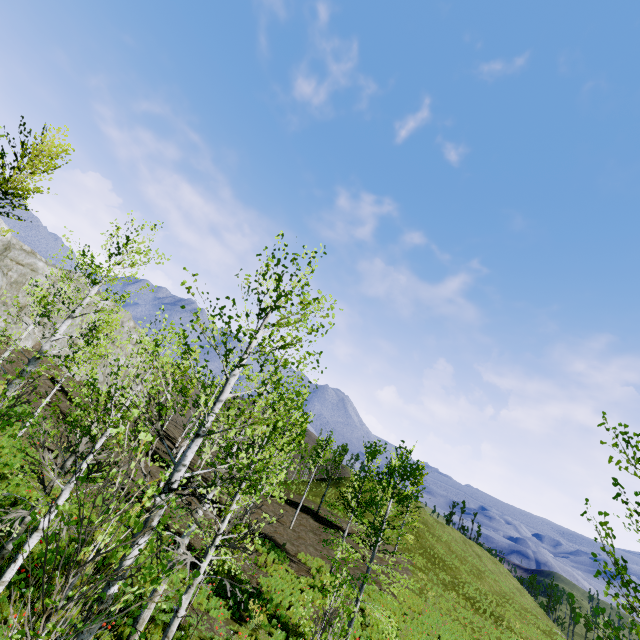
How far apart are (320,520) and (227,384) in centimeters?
3761cm
